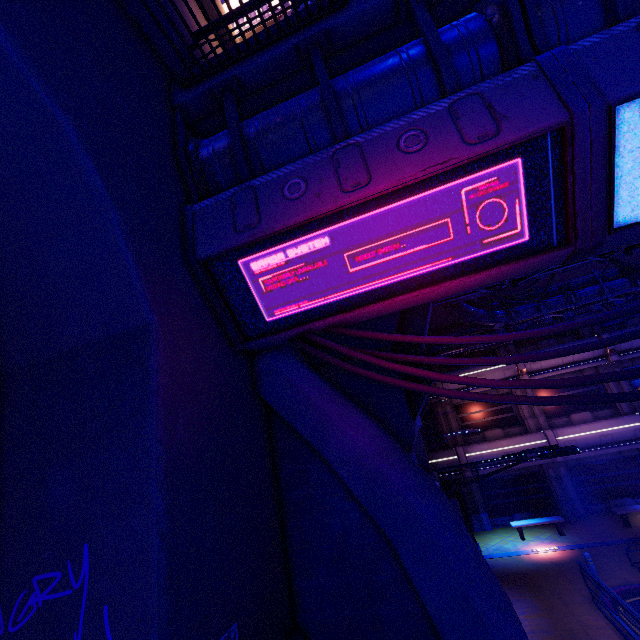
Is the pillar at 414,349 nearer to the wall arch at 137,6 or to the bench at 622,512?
the wall arch at 137,6

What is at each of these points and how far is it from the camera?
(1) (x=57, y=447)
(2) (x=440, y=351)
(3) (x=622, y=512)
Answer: (1) wall arch, 3.4m
(2) pipe, 19.7m
(3) bench, 15.6m

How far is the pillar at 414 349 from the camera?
6.82m

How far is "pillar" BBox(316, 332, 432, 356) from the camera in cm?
682

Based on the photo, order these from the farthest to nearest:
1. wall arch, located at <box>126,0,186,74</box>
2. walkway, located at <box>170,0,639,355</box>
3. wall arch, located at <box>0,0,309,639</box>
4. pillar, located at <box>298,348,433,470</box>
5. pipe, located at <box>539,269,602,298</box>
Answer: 1. pipe, located at <box>539,269,602,298</box>
2. pillar, located at <box>298,348,433,470</box>
3. wall arch, located at <box>126,0,186,74</box>
4. walkway, located at <box>170,0,639,355</box>
5. wall arch, located at <box>0,0,309,639</box>

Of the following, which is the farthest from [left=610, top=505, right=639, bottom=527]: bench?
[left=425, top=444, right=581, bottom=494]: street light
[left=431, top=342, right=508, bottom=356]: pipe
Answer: [left=425, top=444, right=581, bottom=494]: street light

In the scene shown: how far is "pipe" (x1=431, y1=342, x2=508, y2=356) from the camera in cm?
1905

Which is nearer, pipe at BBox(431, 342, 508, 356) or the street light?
the street light
